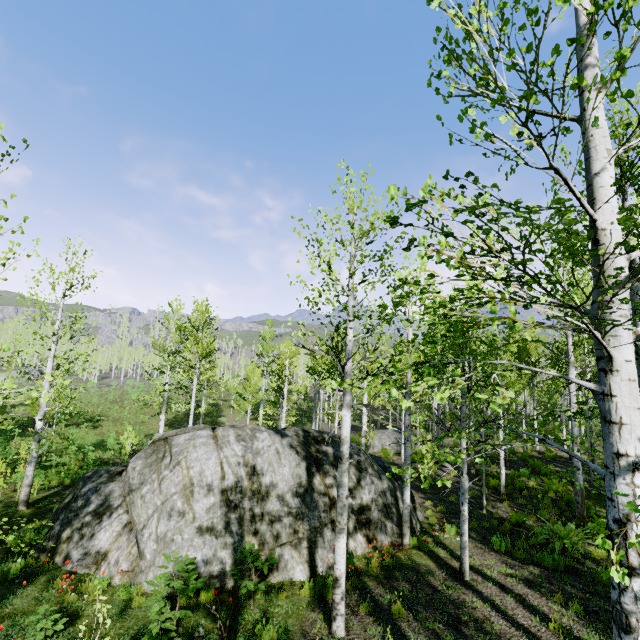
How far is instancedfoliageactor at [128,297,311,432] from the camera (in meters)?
19.33

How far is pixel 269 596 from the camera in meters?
7.3

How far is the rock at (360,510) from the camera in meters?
9.6

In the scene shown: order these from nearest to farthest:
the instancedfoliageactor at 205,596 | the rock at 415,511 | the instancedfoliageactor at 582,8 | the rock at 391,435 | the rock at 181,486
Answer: the instancedfoliageactor at 582,8, the instancedfoliageactor at 205,596, the rock at 181,486, the rock at 415,511, the rock at 391,435

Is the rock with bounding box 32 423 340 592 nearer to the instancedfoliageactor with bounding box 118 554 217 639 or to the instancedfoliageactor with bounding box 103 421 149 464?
the instancedfoliageactor with bounding box 103 421 149 464

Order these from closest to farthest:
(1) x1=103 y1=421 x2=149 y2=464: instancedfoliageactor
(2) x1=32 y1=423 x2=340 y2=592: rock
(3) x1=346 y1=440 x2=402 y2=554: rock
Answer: (2) x1=32 y1=423 x2=340 y2=592: rock, (3) x1=346 y1=440 x2=402 y2=554: rock, (1) x1=103 y1=421 x2=149 y2=464: instancedfoliageactor

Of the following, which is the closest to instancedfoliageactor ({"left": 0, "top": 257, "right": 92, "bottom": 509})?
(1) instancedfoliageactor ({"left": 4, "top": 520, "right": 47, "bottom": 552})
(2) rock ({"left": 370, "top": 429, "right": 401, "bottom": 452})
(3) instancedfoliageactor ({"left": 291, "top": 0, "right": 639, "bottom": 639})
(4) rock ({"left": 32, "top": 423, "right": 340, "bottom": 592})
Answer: (4) rock ({"left": 32, "top": 423, "right": 340, "bottom": 592})

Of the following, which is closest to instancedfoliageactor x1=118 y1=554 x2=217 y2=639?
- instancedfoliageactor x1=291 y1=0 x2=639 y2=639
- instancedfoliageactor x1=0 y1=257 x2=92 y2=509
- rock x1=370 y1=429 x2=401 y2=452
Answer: rock x1=370 y1=429 x2=401 y2=452
